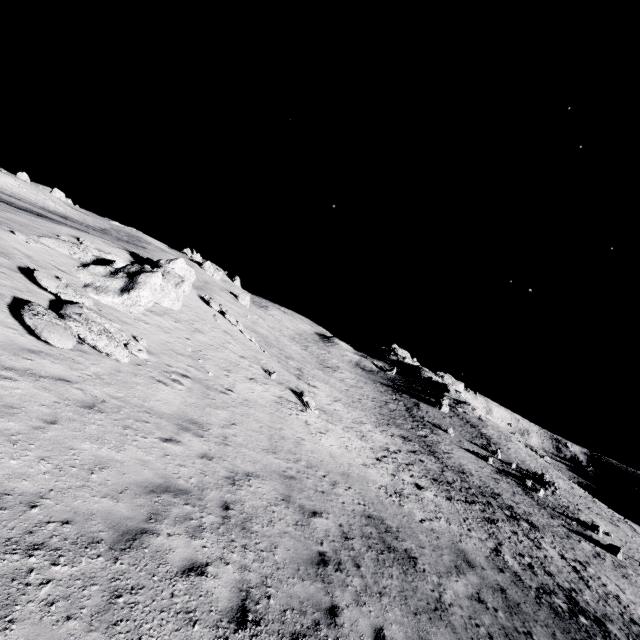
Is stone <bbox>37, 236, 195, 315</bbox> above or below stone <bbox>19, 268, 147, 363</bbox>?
Result: above

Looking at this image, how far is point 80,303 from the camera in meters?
11.5

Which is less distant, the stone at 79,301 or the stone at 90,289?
the stone at 79,301

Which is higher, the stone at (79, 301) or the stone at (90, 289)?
the stone at (90, 289)

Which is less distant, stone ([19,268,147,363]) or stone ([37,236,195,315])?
stone ([19,268,147,363])

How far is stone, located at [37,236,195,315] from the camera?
15.5m

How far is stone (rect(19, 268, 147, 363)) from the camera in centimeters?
887cm
